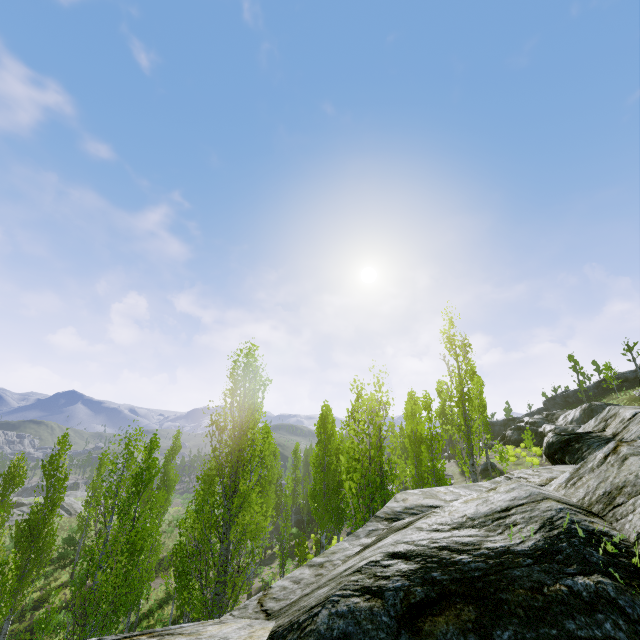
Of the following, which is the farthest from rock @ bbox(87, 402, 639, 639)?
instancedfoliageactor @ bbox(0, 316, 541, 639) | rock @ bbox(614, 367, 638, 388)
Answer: rock @ bbox(614, 367, 638, 388)

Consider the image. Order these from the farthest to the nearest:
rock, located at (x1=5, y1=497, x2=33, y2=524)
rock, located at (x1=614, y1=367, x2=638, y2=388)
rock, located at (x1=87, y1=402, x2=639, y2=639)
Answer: rock, located at (x1=614, y1=367, x2=638, y2=388)
rock, located at (x1=5, y1=497, x2=33, y2=524)
rock, located at (x1=87, y1=402, x2=639, y2=639)

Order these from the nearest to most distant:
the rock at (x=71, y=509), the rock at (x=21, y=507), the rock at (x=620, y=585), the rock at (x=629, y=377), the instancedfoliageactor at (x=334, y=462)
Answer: the rock at (x=620, y=585) < the instancedfoliageactor at (x=334, y=462) < the rock at (x=21, y=507) < the rock at (x=71, y=509) < the rock at (x=629, y=377)

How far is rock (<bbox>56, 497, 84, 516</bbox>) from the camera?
45.50m

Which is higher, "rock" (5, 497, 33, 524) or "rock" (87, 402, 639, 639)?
"rock" (87, 402, 639, 639)

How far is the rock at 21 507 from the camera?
41.7 meters

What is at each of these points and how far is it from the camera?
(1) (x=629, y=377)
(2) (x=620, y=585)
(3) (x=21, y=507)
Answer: (1) rock, 54.41m
(2) rock, 1.26m
(3) rock, 45.69m

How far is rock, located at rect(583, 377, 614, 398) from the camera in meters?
56.9
